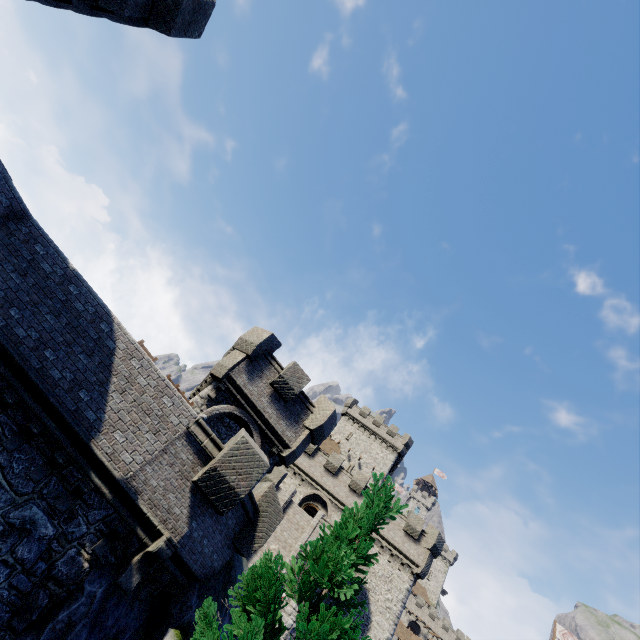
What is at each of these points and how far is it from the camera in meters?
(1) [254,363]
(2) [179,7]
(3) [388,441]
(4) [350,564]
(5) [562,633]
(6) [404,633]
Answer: (1) building tower, 16.5
(2) building, 9.4
(3) building, 48.5
(4) tree, 5.7
(5) flag, 54.3
(6) building, 56.9

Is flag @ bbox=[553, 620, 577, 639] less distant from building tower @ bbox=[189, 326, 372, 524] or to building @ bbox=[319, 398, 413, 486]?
building @ bbox=[319, 398, 413, 486]

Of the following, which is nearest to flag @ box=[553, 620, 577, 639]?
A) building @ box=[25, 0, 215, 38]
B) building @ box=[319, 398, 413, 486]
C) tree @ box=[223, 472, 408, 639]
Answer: building @ box=[319, 398, 413, 486]

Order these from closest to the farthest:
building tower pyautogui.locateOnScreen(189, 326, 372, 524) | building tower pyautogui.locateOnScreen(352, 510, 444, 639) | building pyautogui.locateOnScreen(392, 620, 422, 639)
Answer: building tower pyautogui.locateOnScreen(189, 326, 372, 524) < building tower pyautogui.locateOnScreen(352, 510, 444, 639) < building pyautogui.locateOnScreen(392, 620, 422, 639)

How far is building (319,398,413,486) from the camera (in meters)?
45.69

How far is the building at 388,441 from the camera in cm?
4569

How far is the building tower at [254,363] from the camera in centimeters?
1542cm

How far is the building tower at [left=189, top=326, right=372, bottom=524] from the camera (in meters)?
15.42
